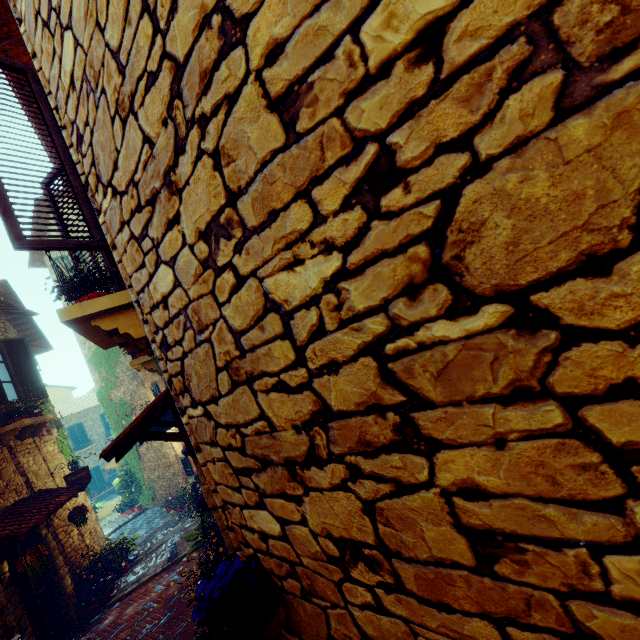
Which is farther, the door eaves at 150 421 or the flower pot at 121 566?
the flower pot at 121 566

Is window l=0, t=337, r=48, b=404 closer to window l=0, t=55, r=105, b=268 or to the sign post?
the sign post

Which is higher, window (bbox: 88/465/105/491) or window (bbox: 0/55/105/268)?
window (bbox: 0/55/105/268)

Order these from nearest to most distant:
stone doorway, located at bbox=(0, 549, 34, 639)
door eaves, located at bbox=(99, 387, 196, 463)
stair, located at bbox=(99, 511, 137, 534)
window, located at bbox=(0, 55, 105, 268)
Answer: window, located at bbox=(0, 55, 105, 268) < door eaves, located at bbox=(99, 387, 196, 463) < stone doorway, located at bbox=(0, 549, 34, 639) < stair, located at bbox=(99, 511, 137, 534)

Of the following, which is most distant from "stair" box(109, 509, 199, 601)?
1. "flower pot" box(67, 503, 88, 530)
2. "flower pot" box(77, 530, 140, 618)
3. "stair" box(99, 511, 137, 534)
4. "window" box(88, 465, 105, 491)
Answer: "window" box(88, 465, 105, 491)

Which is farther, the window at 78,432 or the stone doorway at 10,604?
the window at 78,432

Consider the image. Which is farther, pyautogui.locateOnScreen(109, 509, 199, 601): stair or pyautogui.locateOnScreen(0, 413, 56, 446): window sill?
pyautogui.locateOnScreen(109, 509, 199, 601): stair

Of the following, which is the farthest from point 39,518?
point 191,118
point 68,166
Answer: point 191,118
